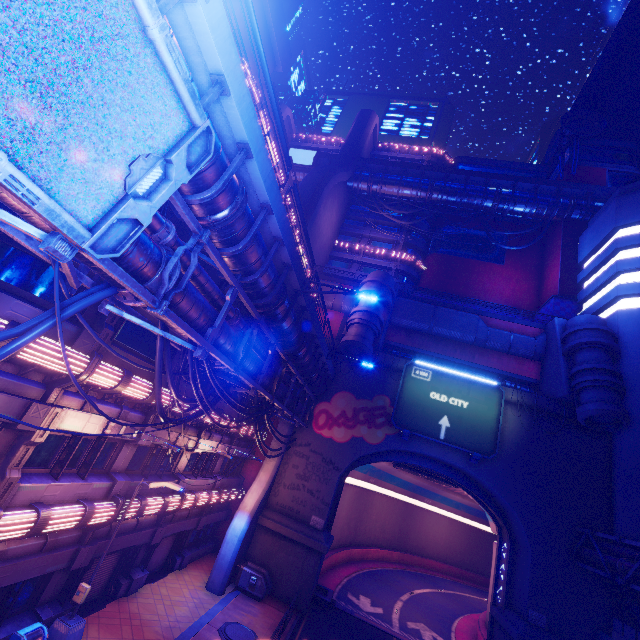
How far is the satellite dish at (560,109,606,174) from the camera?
41.31m

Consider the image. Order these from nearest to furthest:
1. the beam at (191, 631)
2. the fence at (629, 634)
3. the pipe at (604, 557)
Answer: the beam at (191, 631), the pipe at (604, 557), the fence at (629, 634)

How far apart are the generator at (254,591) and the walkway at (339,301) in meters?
21.4

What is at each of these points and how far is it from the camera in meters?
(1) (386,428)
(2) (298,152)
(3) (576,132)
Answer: (1) wall arch, 25.3 m
(2) sign, 46.5 m
(3) satellite dish, 42.0 m

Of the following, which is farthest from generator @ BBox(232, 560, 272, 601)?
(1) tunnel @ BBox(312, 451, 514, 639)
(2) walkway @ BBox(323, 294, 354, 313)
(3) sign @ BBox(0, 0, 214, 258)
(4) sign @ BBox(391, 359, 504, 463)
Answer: (3) sign @ BBox(0, 0, 214, 258)

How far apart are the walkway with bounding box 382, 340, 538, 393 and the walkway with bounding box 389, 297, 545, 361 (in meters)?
1.47

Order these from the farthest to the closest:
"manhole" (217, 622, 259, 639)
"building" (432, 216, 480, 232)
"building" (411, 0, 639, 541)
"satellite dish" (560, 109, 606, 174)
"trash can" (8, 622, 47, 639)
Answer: "building" (432, 216, 480, 232) < "satellite dish" (560, 109, 606, 174) < "building" (411, 0, 639, 541) < "manhole" (217, 622, 259, 639) < "trash can" (8, 622, 47, 639)

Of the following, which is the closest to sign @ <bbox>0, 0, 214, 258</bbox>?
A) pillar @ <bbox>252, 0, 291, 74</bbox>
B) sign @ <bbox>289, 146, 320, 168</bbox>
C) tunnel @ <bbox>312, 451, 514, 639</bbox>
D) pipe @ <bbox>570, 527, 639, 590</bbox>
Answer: pillar @ <bbox>252, 0, 291, 74</bbox>
